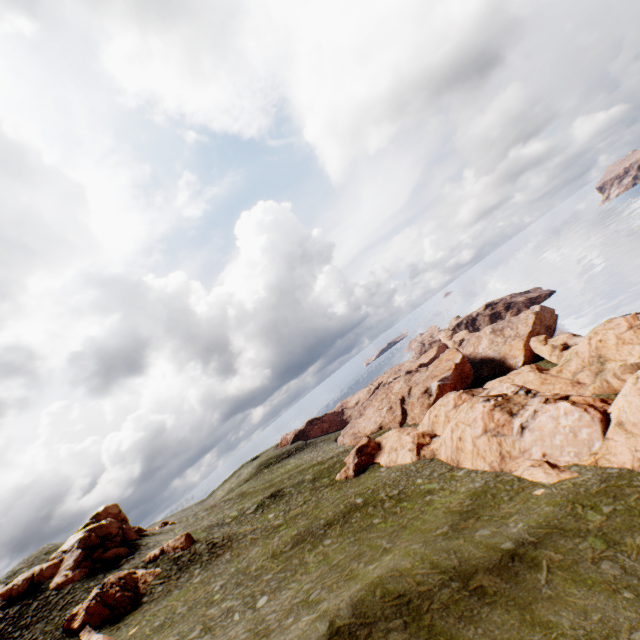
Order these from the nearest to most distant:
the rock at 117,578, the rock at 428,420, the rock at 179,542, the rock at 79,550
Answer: the rock at 428,420 < the rock at 117,578 < the rock at 79,550 < the rock at 179,542

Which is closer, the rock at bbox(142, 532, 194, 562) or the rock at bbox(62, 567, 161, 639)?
the rock at bbox(62, 567, 161, 639)

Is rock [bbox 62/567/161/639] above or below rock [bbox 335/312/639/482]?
above

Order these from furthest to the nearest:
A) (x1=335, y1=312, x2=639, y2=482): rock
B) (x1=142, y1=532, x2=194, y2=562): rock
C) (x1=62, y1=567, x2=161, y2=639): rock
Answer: (x1=142, y1=532, x2=194, y2=562): rock → (x1=62, y1=567, x2=161, y2=639): rock → (x1=335, y1=312, x2=639, y2=482): rock

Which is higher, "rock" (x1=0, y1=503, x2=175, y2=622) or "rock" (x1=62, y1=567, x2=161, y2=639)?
"rock" (x1=0, y1=503, x2=175, y2=622)

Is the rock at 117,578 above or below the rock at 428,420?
above

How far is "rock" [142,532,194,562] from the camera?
37.1m

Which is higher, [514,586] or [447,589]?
[447,589]
